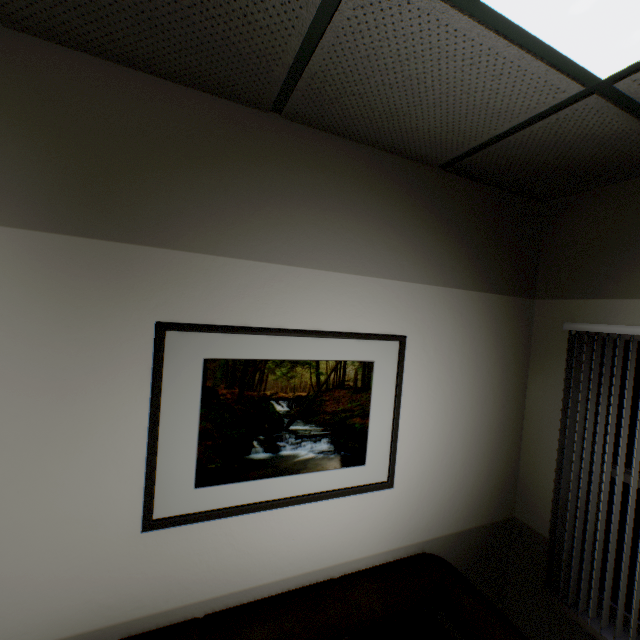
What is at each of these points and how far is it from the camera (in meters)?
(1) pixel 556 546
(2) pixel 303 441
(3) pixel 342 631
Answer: (1) blinds, 2.02
(2) picture, 1.64
(3) sofa, 1.59

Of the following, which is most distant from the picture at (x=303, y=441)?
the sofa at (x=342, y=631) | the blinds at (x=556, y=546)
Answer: the blinds at (x=556, y=546)

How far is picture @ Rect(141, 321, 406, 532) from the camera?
1.4 meters

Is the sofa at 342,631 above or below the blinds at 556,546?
below

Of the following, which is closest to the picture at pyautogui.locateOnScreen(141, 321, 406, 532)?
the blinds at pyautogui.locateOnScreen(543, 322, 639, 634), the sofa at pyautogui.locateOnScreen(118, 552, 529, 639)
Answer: the sofa at pyautogui.locateOnScreen(118, 552, 529, 639)

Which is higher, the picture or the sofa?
the picture

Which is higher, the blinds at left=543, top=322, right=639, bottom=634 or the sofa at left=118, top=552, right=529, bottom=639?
the blinds at left=543, top=322, right=639, bottom=634

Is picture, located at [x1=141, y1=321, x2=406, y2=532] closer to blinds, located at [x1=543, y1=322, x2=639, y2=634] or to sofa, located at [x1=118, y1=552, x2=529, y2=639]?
sofa, located at [x1=118, y1=552, x2=529, y2=639]
